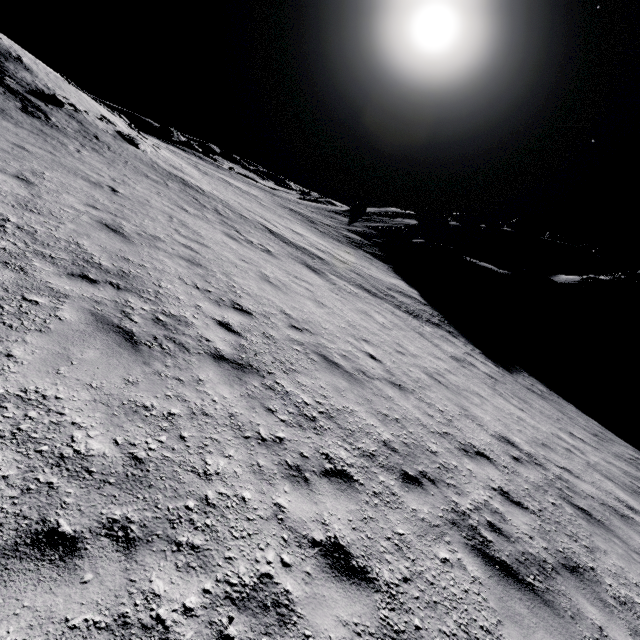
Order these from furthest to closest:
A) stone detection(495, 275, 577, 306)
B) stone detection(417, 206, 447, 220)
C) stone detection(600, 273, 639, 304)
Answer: stone detection(417, 206, 447, 220) < stone detection(600, 273, 639, 304) < stone detection(495, 275, 577, 306)

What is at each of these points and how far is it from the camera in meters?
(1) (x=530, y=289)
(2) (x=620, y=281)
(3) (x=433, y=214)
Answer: (1) stone, 28.8 m
(2) stone, 31.0 m
(3) stone, 58.5 m

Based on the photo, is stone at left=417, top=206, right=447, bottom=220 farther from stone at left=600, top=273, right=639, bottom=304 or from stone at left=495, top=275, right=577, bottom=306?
stone at left=600, top=273, right=639, bottom=304

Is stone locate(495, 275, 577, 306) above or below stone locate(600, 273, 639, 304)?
below

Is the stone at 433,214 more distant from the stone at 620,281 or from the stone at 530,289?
the stone at 620,281

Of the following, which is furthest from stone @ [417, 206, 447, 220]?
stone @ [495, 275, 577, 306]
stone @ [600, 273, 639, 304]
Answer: stone @ [600, 273, 639, 304]

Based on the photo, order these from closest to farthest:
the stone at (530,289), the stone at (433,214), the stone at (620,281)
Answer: the stone at (530,289), the stone at (620,281), the stone at (433,214)
